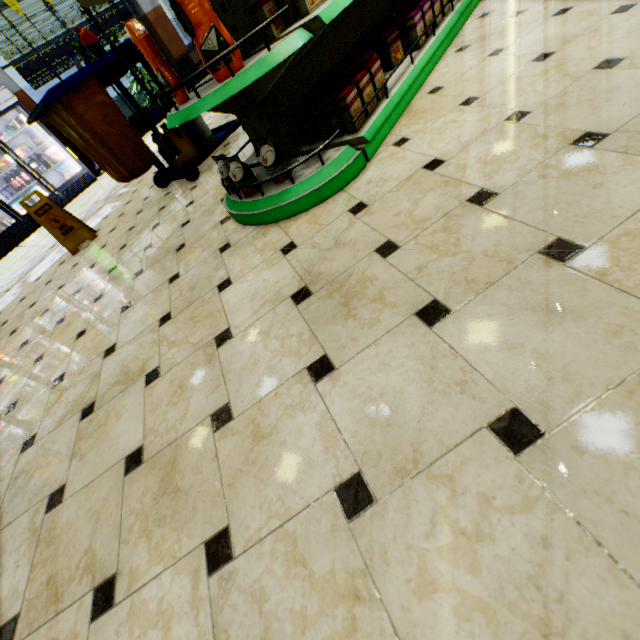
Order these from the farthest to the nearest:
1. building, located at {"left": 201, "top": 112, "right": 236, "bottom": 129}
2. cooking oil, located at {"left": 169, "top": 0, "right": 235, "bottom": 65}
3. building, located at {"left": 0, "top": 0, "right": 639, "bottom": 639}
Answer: building, located at {"left": 201, "top": 112, "right": 236, "bottom": 129}
cooking oil, located at {"left": 169, "top": 0, "right": 235, "bottom": 65}
building, located at {"left": 0, "top": 0, "right": 639, "bottom": 639}

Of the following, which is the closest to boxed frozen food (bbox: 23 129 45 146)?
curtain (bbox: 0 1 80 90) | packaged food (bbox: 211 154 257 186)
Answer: curtain (bbox: 0 1 80 90)

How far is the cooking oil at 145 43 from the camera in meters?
1.7

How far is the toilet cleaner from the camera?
2.89m

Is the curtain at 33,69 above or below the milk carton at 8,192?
above

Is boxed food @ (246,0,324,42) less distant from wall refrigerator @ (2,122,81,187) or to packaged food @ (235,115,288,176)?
packaged food @ (235,115,288,176)

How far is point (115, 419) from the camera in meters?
1.6

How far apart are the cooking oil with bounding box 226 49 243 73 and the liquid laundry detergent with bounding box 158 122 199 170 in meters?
2.4
